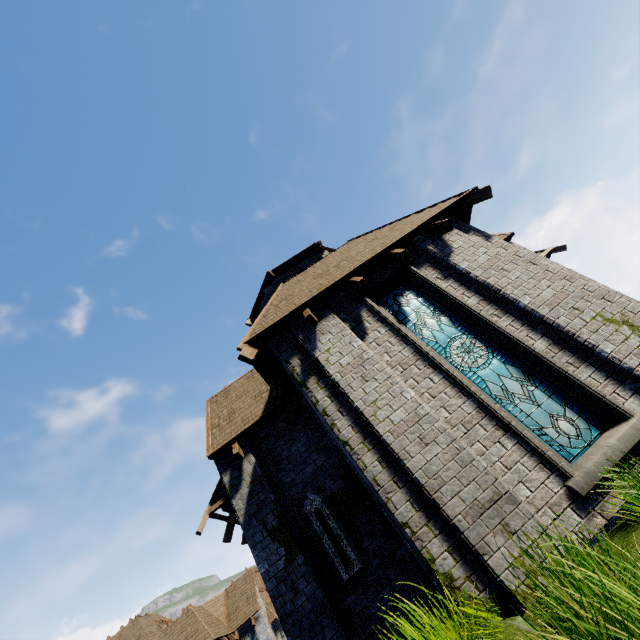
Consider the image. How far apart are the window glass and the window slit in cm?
451

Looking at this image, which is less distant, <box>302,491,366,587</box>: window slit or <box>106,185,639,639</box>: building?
<box>106,185,639,639</box>: building

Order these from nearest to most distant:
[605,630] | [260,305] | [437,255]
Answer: [605,630], [437,255], [260,305]

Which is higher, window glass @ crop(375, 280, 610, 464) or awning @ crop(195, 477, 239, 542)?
awning @ crop(195, 477, 239, 542)

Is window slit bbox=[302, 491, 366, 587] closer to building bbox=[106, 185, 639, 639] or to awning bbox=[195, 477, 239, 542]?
building bbox=[106, 185, 639, 639]

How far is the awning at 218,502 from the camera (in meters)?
8.23

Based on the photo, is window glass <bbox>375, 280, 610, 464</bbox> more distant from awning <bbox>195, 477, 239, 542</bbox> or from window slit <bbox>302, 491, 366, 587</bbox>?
awning <bbox>195, 477, 239, 542</bbox>

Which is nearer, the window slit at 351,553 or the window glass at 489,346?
the window glass at 489,346
